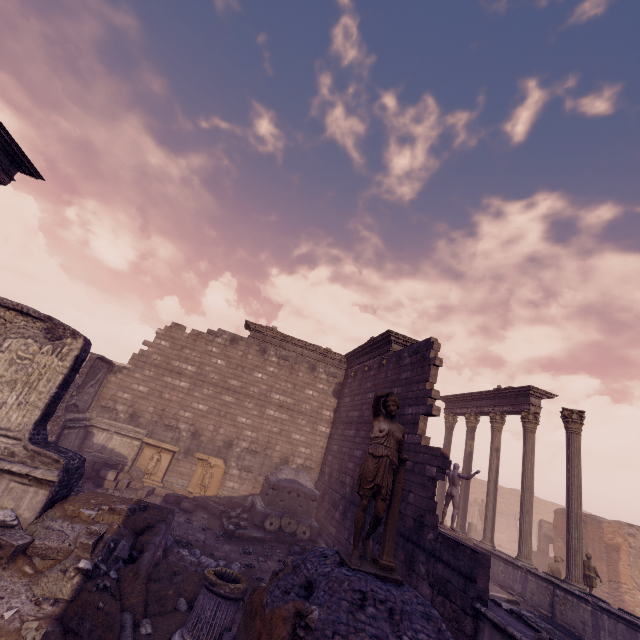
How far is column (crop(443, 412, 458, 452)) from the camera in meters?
17.7 m

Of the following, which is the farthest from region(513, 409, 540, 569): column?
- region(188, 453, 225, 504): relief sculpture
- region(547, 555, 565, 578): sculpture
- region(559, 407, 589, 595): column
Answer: region(188, 453, 225, 504): relief sculpture

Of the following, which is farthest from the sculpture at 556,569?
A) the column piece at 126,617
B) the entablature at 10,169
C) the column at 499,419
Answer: the entablature at 10,169

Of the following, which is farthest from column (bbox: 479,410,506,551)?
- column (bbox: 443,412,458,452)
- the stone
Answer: the stone

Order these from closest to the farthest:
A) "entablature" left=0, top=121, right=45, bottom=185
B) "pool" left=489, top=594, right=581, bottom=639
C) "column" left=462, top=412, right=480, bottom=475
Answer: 1. "entablature" left=0, top=121, right=45, bottom=185
2. "pool" left=489, top=594, right=581, bottom=639
3. "column" left=462, top=412, right=480, bottom=475

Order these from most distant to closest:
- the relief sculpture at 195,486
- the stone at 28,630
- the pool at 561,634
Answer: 1. the relief sculpture at 195,486
2. the pool at 561,634
3. the stone at 28,630

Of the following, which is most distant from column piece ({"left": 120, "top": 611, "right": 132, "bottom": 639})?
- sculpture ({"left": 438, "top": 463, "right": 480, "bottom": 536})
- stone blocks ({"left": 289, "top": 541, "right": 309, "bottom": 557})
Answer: sculpture ({"left": 438, "top": 463, "right": 480, "bottom": 536})

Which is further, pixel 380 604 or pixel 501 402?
pixel 501 402
